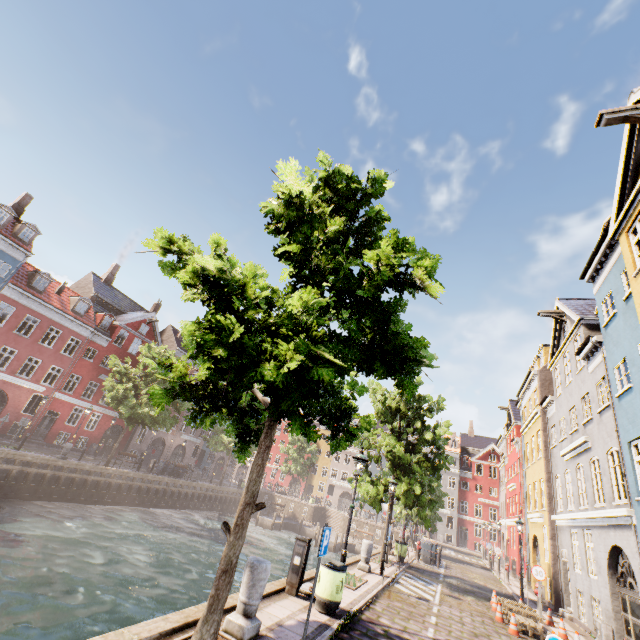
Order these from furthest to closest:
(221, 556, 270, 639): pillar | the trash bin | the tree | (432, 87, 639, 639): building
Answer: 1. (432, 87, 639, 639): building
2. the trash bin
3. (221, 556, 270, 639): pillar
4. the tree

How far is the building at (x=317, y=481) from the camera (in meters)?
56.69

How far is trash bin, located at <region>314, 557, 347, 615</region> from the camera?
7.70m

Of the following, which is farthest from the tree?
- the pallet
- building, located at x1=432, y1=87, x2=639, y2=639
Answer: the pallet

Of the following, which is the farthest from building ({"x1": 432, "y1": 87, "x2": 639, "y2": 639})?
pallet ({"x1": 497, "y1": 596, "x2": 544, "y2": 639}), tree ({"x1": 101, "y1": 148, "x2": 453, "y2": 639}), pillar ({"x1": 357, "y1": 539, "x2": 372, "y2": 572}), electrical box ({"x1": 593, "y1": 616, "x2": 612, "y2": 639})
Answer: electrical box ({"x1": 593, "y1": 616, "x2": 612, "y2": 639})

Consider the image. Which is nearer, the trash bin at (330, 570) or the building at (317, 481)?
the trash bin at (330, 570)

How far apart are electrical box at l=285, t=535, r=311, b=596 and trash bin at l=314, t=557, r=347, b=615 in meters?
0.4

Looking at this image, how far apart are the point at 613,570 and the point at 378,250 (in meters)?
16.46
